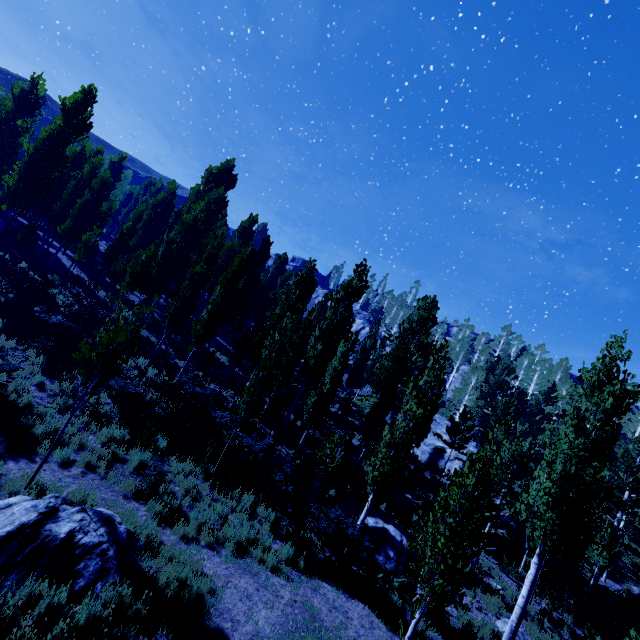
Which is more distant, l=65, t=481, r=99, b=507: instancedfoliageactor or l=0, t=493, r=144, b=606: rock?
l=65, t=481, r=99, b=507: instancedfoliageactor

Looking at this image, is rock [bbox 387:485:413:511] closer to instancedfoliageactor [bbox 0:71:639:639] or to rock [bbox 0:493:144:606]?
instancedfoliageactor [bbox 0:71:639:639]

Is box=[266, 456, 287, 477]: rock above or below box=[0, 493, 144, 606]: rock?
above

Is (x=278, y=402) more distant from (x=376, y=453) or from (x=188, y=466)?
(x=376, y=453)

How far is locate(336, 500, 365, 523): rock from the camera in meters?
14.0

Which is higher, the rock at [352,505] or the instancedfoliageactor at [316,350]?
the instancedfoliageactor at [316,350]

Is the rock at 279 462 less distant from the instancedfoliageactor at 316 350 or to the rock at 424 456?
the instancedfoliageactor at 316 350

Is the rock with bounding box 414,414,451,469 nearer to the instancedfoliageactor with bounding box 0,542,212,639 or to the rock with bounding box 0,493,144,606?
the instancedfoliageactor with bounding box 0,542,212,639
